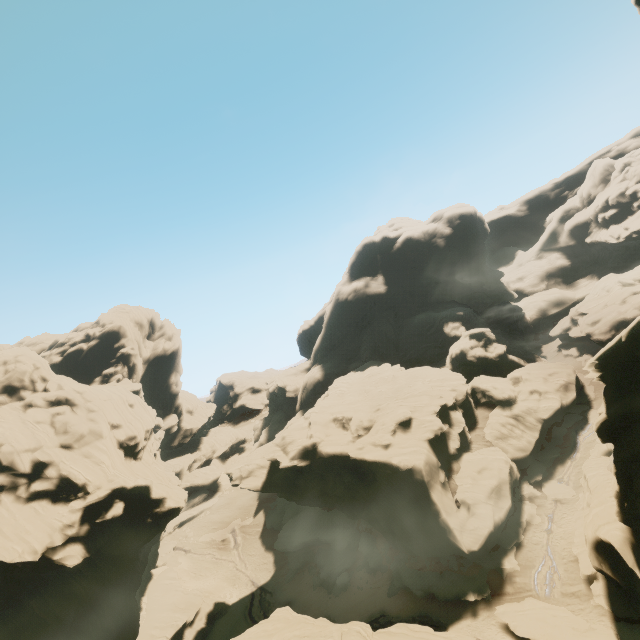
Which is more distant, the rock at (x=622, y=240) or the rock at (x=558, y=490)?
the rock at (x=622, y=240)

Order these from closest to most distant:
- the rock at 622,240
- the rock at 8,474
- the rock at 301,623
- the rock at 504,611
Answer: the rock at 301,623, the rock at 504,611, the rock at 8,474, the rock at 622,240

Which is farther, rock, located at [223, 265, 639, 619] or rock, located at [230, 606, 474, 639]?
rock, located at [223, 265, 639, 619]

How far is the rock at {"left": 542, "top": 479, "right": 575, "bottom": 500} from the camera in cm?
3200

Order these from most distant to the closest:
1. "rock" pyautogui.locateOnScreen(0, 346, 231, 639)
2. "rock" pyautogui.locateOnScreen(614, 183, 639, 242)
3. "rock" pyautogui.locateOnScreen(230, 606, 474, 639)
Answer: "rock" pyautogui.locateOnScreen(614, 183, 639, 242) → "rock" pyautogui.locateOnScreen(0, 346, 231, 639) → "rock" pyautogui.locateOnScreen(230, 606, 474, 639)

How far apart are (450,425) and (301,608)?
29.86m
